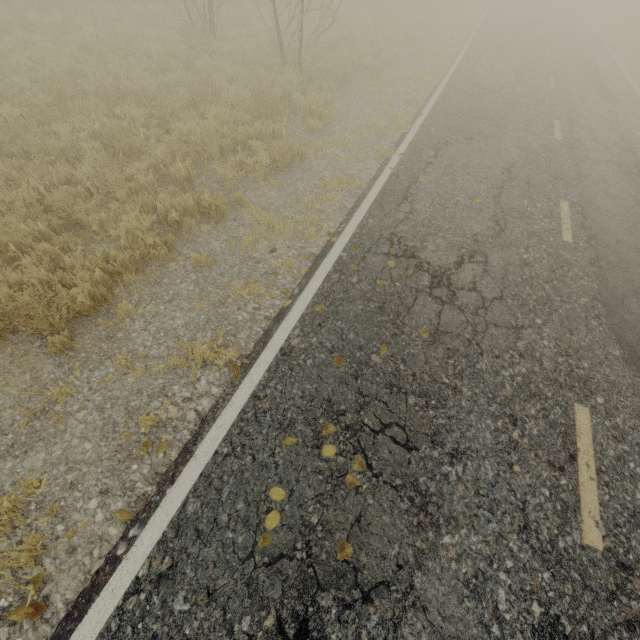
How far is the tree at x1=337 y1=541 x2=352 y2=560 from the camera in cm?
269

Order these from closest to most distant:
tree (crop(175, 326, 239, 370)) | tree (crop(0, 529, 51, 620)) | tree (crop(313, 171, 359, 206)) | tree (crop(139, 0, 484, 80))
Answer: tree (crop(0, 529, 51, 620)), tree (crop(175, 326, 239, 370)), tree (crop(313, 171, 359, 206)), tree (crop(139, 0, 484, 80))

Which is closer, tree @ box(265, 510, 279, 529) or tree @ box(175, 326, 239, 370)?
tree @ box(265, 510, 279, 529)

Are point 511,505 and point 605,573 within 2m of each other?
yes

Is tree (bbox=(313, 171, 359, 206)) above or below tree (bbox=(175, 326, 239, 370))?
above

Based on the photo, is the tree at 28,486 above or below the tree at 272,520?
below

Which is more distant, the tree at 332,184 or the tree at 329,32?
the tree at 329,32
